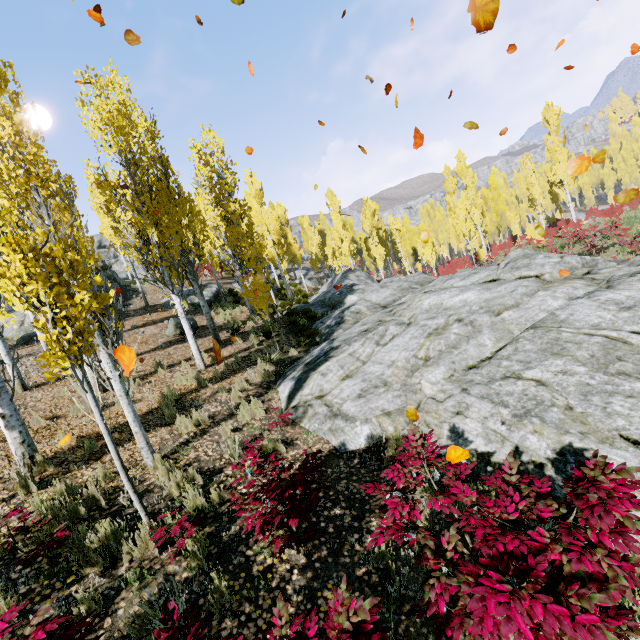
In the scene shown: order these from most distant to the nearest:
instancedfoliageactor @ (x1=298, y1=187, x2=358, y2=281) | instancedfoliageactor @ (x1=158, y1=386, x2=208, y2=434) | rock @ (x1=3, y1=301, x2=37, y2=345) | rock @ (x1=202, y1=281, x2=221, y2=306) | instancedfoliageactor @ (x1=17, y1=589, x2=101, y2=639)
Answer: instancedfoliageactor @ (x1=298, y1=187, x2=358, y2=281)
rock @ (x1=202, y1=281, x2=221, y2=306)
rock @ (x1=3, y1=301, x2=37, y2=345)
instancedfoliageactor @ (x1=158, y1=386, x2=208, y2=434)
instancedfoliageactor @ (x1=17, y1=589, x2=101, y2=639)

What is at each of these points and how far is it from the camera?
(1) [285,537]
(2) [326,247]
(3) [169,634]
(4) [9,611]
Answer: Answer:
(1) instancedfoliageactor, 3.67m
(2) instancedfoliageactor, 39.50m
(3) instancedfoliageactor, 2.37m
(4) instancedfoliageactor, 2.47m

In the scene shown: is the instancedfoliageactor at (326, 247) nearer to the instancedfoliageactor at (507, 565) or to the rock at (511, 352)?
the rock at (511, 352)

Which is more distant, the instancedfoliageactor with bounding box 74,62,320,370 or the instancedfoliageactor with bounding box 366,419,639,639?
the instancedfoliageactor with bounding box 74,62,320,370

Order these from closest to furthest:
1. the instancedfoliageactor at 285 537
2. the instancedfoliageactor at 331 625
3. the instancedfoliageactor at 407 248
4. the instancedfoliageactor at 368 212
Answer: the instancedfoliageactor at 331 625
the instancedfoliageactor at 285 537
the instancedfoliageactor at 407 248
the instancedfoliageactor at 368 212

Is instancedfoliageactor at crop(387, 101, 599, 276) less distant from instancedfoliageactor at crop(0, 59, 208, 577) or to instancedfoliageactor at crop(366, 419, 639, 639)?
instancedfoliageactor at crop(0, 59, 208, 577)

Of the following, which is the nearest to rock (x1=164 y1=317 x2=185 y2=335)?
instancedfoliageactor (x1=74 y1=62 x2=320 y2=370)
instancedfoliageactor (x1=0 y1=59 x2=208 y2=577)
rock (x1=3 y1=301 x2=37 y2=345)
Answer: instancedfoliageactor (x1=74 y1=62 x2=320 y2=370)

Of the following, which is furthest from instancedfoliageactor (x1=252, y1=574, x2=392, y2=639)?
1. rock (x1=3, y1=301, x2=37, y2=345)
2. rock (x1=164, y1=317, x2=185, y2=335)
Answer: rock (x1=164, y1=317, x2=185, y2=335)
